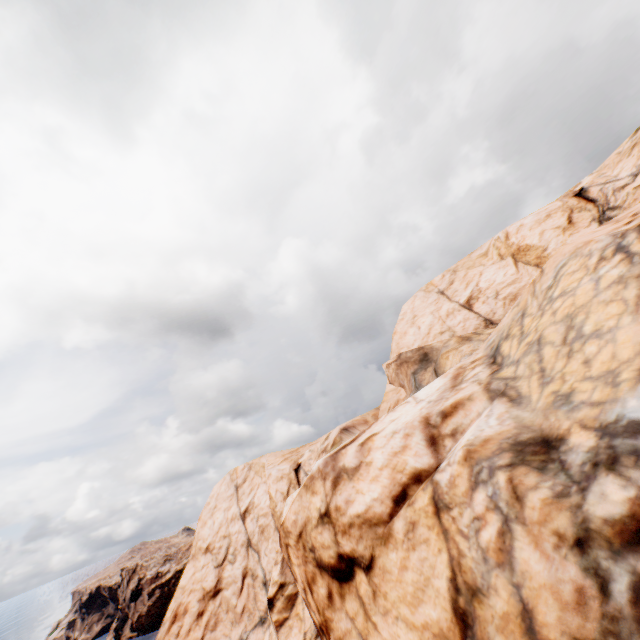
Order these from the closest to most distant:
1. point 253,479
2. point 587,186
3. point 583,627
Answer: point 583,627, point 587,186, point 253,479
